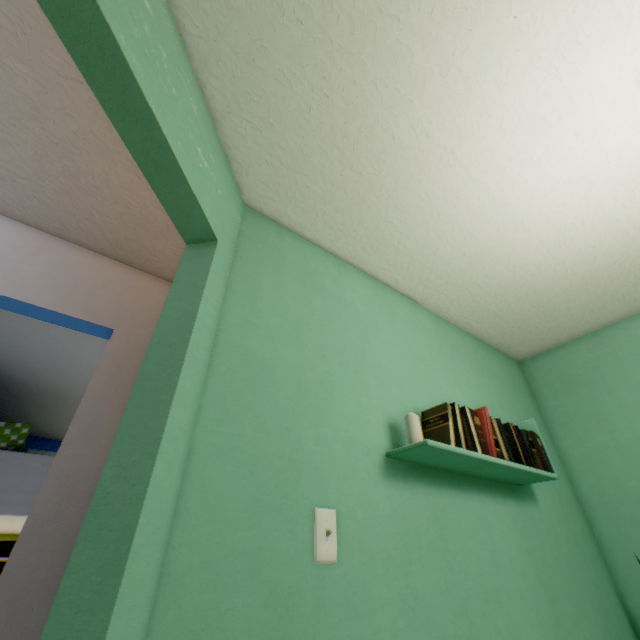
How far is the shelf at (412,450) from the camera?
1.15m

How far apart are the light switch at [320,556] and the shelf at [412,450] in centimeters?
39cm

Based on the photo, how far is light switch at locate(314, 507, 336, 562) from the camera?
0.9 meters

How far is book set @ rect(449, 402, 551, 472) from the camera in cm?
130

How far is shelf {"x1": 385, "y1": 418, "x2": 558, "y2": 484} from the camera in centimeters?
115cm

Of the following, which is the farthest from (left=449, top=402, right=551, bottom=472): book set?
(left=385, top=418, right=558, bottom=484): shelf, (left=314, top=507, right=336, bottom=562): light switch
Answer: (left=314, top=507, right=336, bottom=562): light switch

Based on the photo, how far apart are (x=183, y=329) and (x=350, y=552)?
0.81m

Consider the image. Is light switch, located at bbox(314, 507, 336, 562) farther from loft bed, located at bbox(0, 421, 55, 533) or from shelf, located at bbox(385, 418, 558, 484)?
loft bed, located at bbox(0, 421, 55, 533)
